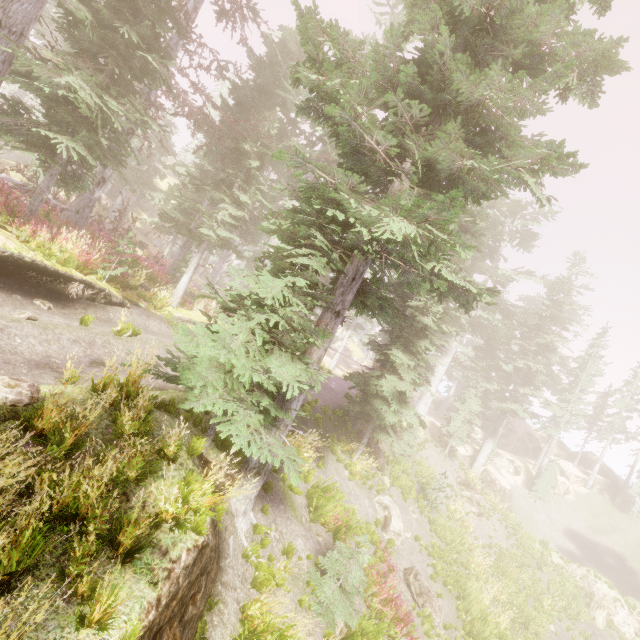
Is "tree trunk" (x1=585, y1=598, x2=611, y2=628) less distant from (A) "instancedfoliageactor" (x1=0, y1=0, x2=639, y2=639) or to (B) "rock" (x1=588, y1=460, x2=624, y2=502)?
(A) "instancedfoliageactor" (x1=0, y1=0, x2=639, y2=639)

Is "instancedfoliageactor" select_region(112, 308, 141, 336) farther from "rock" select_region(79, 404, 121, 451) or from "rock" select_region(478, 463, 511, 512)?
"rock" select_region(478, 463, 511, 512)

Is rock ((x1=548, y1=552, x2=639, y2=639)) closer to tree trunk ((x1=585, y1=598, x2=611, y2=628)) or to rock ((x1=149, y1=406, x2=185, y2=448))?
tree trunk ((x1=585, y1=598, x2=611, y2=628))

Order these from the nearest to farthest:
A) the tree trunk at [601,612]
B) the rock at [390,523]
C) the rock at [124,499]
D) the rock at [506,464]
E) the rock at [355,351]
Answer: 1. the rock at [124,499]
2. the rock at [390,523]
3. the tree trunk at [601,612]
4. the rock at [506,464]
5. the rock at [355,351]

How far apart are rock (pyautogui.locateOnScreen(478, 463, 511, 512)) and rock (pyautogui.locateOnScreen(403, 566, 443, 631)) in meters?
19.5

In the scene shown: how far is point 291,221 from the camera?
7.74m

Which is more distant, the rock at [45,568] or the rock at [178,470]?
the rock at [178,470]

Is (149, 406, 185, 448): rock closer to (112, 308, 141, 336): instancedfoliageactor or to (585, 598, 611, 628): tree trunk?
(112, 308, 141, 336): instancedfoliageactor
